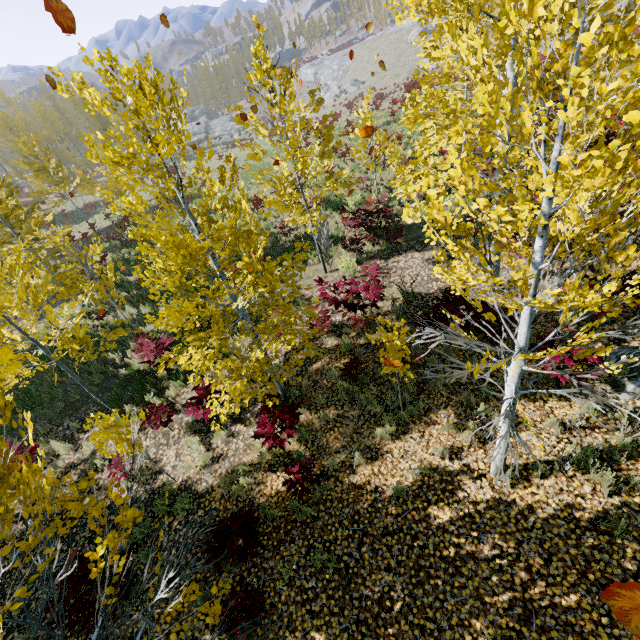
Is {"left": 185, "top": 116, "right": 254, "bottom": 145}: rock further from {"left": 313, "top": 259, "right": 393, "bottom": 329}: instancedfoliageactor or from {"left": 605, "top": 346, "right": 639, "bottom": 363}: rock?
{"left": 605, "top": 346, "right": 639, "bottom": 363}: rock

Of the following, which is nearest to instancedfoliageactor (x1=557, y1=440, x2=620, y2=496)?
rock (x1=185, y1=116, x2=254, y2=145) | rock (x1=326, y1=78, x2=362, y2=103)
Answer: rock (x1=185, y1=116, x2=254, y2=145)

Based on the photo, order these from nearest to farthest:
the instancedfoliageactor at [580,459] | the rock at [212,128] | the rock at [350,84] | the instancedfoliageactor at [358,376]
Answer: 1. the instancedfoliageactor at [580,459]
2. the instancedfoliageactor at [358,376]
3. the rock at [212,128]
4. the rock at [350,84]

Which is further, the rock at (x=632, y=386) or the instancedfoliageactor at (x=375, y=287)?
the instancedfoliageactor at (x=375, y=287)

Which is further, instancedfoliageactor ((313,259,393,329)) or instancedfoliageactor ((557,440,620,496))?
instancedfoliageactor ((313,259,393,329))

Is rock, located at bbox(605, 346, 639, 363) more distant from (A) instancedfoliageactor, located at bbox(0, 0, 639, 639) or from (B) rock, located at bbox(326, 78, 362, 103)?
(B) rock, located at bbox(326, 78, 362, 103)

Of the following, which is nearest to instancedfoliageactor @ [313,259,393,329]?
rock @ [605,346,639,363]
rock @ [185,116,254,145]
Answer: rock @ [605,346,639,363]

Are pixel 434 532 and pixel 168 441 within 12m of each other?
yes
